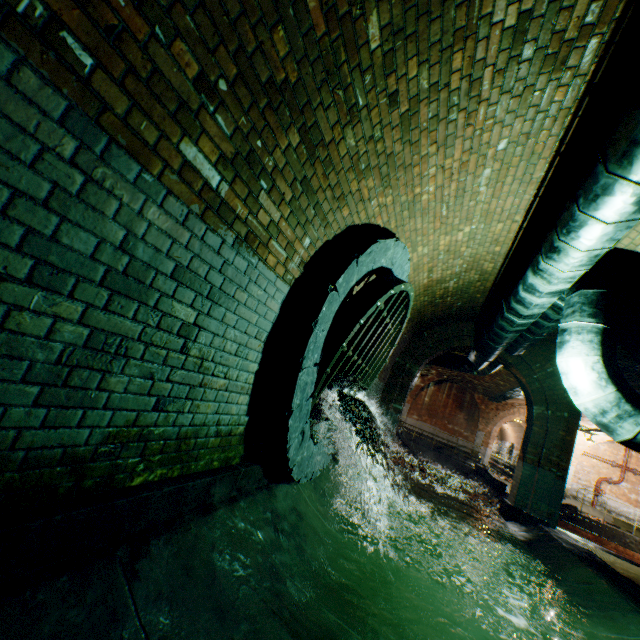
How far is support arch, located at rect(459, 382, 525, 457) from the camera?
20.6 meters

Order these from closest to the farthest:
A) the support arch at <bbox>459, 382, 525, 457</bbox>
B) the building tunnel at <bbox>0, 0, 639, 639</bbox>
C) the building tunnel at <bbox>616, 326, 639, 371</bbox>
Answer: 1. the building tunnel at <bbox>0, 0, 639, 639</bbox>
2. the building tunnel at <bbox>616, 326, 639, 371</bbox>
3. the support arch at <bbox>459, 382, 525, 457</bbox>

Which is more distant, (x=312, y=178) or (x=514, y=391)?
(x=514, y=391)

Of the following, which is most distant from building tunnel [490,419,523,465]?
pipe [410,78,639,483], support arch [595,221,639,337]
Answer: support arch [595,221,639,337]

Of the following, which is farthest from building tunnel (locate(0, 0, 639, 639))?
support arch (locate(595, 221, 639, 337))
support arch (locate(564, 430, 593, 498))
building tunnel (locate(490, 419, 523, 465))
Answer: building tunnel (locate(490, 419, 523, 465))

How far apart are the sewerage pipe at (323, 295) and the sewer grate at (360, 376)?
0.0 meters

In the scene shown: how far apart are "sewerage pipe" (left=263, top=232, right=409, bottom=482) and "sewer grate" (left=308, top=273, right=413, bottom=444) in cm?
1

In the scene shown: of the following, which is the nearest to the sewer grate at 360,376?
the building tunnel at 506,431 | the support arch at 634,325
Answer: the support arch at 634,325
